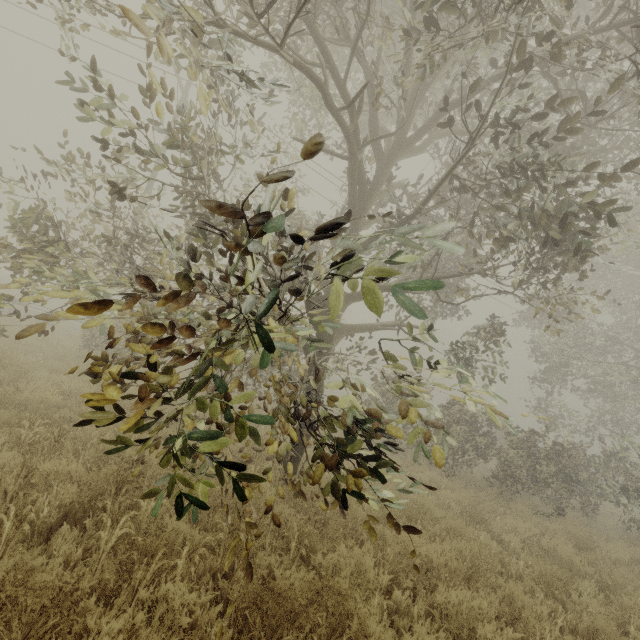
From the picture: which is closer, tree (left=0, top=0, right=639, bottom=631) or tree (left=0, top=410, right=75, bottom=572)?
tree (left=0, top=0, right=639, bottom=631)

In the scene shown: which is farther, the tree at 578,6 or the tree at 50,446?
the tree at 50,446

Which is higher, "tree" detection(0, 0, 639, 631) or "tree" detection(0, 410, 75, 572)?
"tree" detection(0, 0, 639, 631)

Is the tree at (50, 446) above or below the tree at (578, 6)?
below

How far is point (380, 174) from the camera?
7.5 meters
